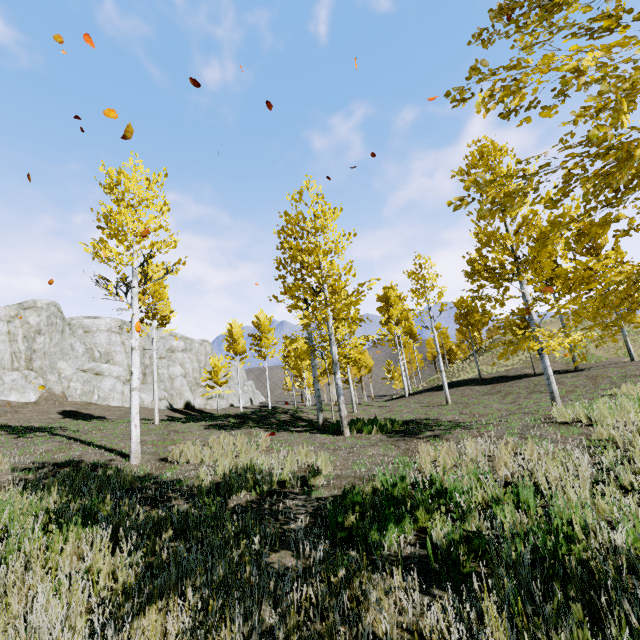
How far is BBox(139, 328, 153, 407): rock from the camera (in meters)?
31.14

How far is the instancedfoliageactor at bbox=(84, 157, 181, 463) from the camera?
9.3 meters

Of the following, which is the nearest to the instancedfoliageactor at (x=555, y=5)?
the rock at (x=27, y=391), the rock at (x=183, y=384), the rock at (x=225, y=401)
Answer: the rock at (x=27, y=391)

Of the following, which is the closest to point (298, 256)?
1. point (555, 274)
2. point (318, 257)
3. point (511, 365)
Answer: point (318, 257)

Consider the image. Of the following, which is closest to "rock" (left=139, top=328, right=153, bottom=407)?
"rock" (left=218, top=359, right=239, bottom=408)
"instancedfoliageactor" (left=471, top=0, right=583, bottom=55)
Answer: "instancedfoliageactor" (left=471, top=0, right=583, bottom=55)

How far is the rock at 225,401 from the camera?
44.75m

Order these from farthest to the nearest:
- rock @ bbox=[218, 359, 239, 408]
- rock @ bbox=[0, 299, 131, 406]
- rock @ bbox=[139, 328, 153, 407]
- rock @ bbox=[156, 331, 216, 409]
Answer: rock @ bbox=[218, 359, 239, 408]
rock @ bbox=[156, 331, 216, 409]
rock @ bbox=[139, 328, 153, 407]
rock @ bbox=[0, 299, 131, 406]
